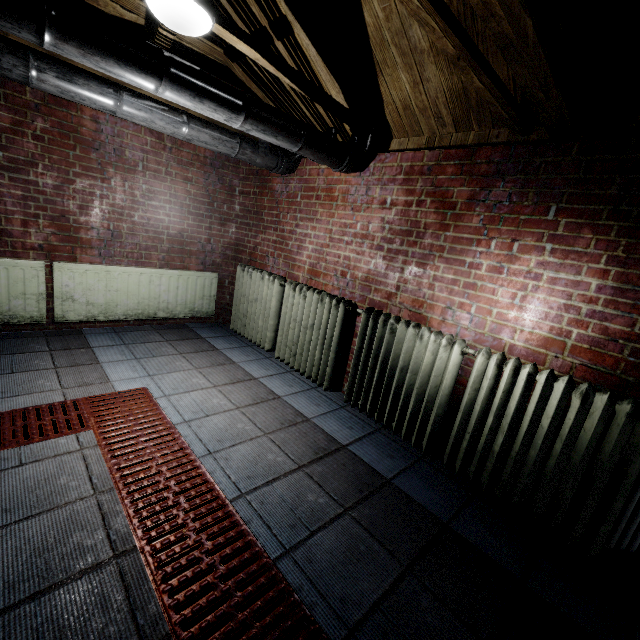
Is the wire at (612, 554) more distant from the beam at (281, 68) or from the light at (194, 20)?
the light at (194, 20)

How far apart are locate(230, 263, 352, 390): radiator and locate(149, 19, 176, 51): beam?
1.3 meters

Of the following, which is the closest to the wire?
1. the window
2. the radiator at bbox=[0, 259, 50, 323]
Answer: the window

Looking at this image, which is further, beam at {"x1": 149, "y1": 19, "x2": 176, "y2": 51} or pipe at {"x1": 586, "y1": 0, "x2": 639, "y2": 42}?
beam at {"x1": 149, "y1": 19, "x2": 176, "y2": 51}

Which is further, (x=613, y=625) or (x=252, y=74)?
(x=252, y=74)

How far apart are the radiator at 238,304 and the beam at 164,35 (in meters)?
1.26

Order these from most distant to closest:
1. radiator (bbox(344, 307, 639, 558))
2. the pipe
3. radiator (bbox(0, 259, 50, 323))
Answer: radiator (bbox(0, 259, 50, 323))
radiator (bbox(344, 307, 639, 558))
the pipe

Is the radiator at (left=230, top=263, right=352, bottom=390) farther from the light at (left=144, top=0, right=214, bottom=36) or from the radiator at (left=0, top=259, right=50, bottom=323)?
the light at (left=144, top=0, right=214, bottom=36)
